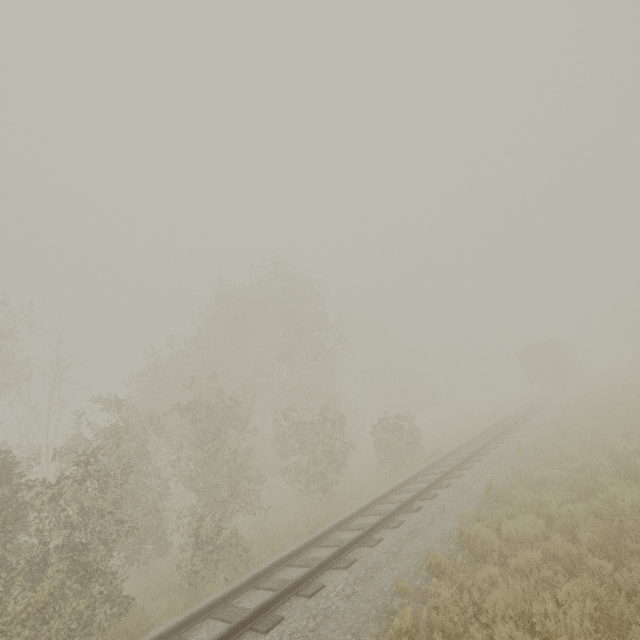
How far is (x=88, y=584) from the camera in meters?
7.2

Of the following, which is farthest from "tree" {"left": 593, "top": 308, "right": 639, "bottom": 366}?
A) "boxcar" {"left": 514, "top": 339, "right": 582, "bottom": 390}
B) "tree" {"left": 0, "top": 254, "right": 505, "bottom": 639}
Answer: "tree" {"left": 0, "top": 254, "right": 505, "bottom": 639}

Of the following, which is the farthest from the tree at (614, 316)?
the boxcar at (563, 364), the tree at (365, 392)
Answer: the tree at (365, 392)

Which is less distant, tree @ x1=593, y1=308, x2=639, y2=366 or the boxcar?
the boxcar

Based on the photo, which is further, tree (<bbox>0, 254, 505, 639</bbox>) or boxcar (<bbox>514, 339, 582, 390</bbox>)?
boxcar (<bbox>514, 339, 582, 390</bbox>)

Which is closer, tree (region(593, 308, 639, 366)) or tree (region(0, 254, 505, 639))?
tree (region(0, 254, 505, 639))

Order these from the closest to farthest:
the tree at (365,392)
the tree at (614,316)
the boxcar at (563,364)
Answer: the tree at (365,392) → the boxcar at (563,364) → the tree at (614,316)
